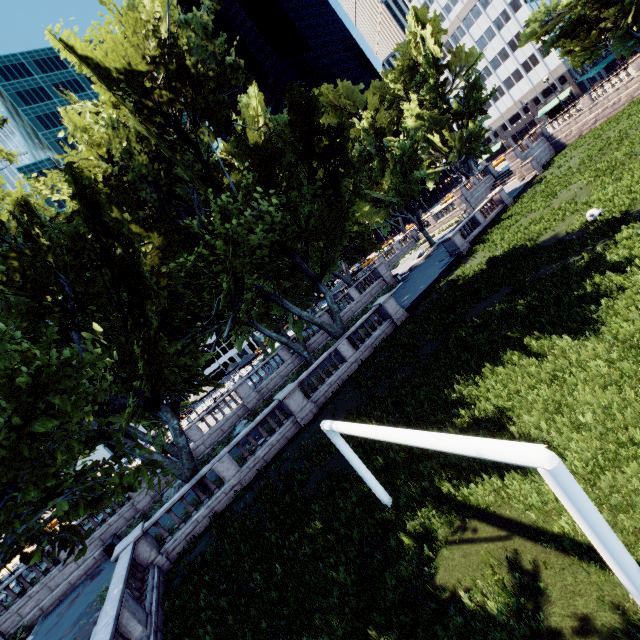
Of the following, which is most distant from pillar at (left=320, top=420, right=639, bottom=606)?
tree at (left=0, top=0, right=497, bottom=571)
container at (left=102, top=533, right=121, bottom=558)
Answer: container at (left=102, top=533, right=121, bottom=558)

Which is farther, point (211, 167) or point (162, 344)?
point (211, 167)

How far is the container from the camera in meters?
20.1 m

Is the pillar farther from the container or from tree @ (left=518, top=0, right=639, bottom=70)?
the container

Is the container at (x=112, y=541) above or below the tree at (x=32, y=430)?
below

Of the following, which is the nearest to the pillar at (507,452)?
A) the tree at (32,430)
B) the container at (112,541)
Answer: the tree at (32,430)

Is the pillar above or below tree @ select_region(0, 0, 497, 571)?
below

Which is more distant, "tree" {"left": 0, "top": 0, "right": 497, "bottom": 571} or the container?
the container
